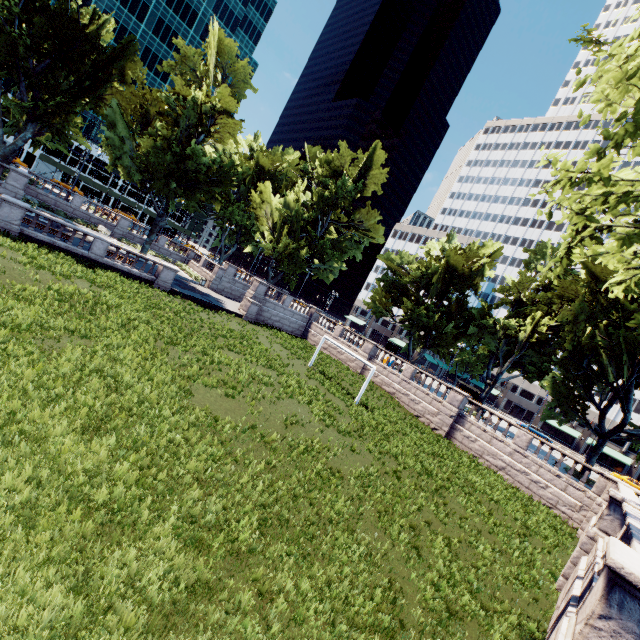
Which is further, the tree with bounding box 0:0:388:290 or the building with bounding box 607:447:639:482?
the building with bounding box 607:447:639:482

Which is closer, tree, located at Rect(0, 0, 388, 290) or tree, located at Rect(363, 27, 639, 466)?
tree, located at Rect(363, 27, 639, 466)

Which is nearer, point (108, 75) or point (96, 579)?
point (96, 579)

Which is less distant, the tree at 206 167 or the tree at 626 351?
the tree at 626 351

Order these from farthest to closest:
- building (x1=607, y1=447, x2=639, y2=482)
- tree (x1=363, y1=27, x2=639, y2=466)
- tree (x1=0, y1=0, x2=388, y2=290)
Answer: building (x1=607, y1=447, x2=639, y2=482)
tree (x1=0, y1=0, x2=388, y2=290)
tree (x1=363, y1=27, x2=639, y2=466)

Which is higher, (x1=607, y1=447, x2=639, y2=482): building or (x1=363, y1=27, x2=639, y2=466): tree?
(x1=363, y1=27, x2=639, y2=466): tree

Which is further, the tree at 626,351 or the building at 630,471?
the building at 630,471
